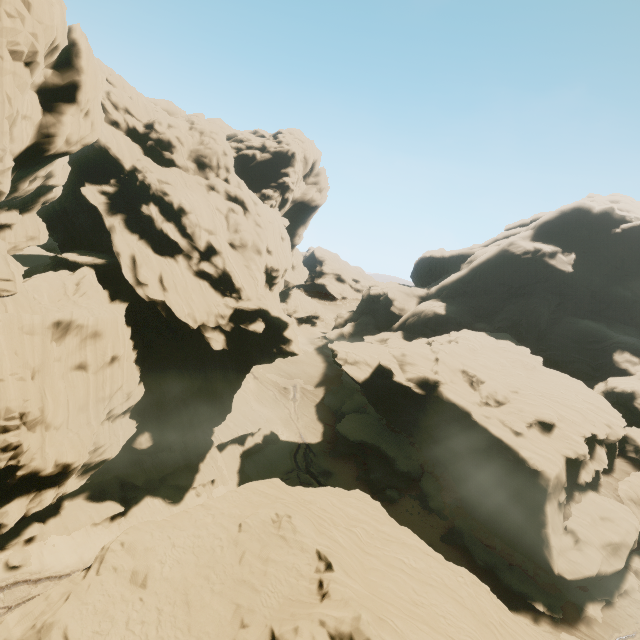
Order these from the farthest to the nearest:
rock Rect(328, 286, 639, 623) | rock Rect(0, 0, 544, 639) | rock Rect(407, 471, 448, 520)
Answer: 1. rock Rect(407, 471, 448, 520)
2. rock Rect(328, 286, 639, 623)
3. rock Rect(0, 0, 544, 639)

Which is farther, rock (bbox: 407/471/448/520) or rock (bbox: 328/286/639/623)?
→ rock (bbox: 407/471/448/520)

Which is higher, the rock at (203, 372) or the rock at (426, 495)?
the rock at (203, 372)

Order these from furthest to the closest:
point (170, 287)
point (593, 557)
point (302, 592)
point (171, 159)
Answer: point (171, 159) → point (170, 287) → point (593, 557) → point (302, 592)

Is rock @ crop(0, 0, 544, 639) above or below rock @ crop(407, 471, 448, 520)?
above

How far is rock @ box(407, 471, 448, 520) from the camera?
37.0 meters

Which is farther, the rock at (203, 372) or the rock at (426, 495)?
the rock at (426, 495)
